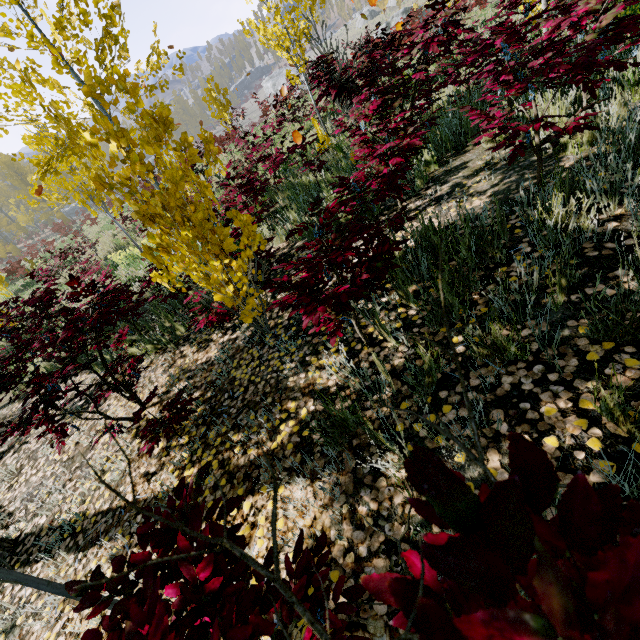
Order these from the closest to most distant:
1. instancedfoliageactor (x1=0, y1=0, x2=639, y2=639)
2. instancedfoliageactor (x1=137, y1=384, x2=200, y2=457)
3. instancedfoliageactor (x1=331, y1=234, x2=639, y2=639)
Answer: instancedfoliageactor (x1=331, y1=234, x2=639, y2=639) < instancedfoliageactor (x1=0, y1=0, x2=639, y2=639) < instancedfoliageactor (x1=137, y1=384, x2=200, y2=457)

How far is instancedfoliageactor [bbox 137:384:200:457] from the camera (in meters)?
2.67

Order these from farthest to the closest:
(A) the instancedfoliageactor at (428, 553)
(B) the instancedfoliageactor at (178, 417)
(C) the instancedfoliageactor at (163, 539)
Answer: (B) the instancedfoliageactor at (178, 417) → (C) the instancedfoliageactor at (163, 539) → (A) the instancedfoliageactor at (428, 553)

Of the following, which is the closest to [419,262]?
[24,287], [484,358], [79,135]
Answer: [484,358]

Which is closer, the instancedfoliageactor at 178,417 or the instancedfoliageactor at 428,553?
the instancedfoliageactor at 428,553

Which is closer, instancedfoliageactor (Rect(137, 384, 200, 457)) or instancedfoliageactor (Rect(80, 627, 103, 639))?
instancedfoliageactor (Rect(80, 627, 103, 639))

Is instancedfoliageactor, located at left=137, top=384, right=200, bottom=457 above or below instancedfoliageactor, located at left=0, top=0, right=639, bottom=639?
below
